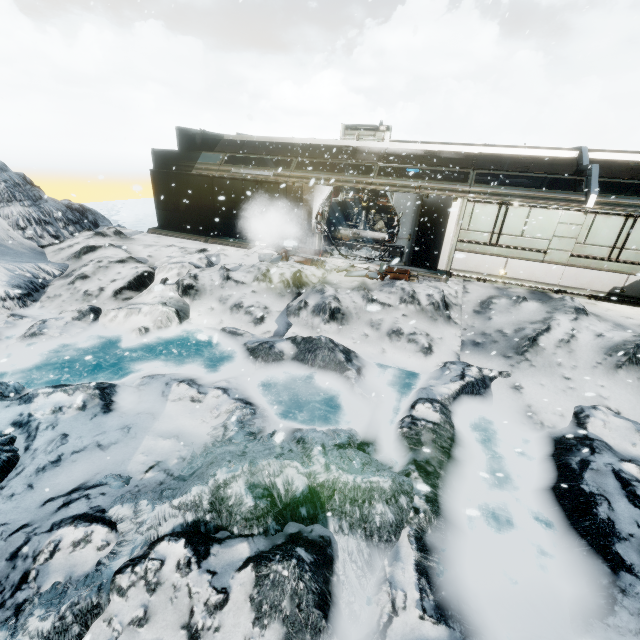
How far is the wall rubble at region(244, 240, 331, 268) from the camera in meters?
12.7

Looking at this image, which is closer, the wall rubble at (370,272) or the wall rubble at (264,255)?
the wall rubble at (370,272)

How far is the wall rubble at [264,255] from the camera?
12.66m

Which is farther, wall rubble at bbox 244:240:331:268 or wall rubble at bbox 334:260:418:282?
wall rubble at bbox 244:240:331:268

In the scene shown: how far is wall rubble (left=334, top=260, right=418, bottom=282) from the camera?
11.54m

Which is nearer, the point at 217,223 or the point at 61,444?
the point at 61,444

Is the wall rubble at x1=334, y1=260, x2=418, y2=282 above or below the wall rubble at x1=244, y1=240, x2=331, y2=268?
above
